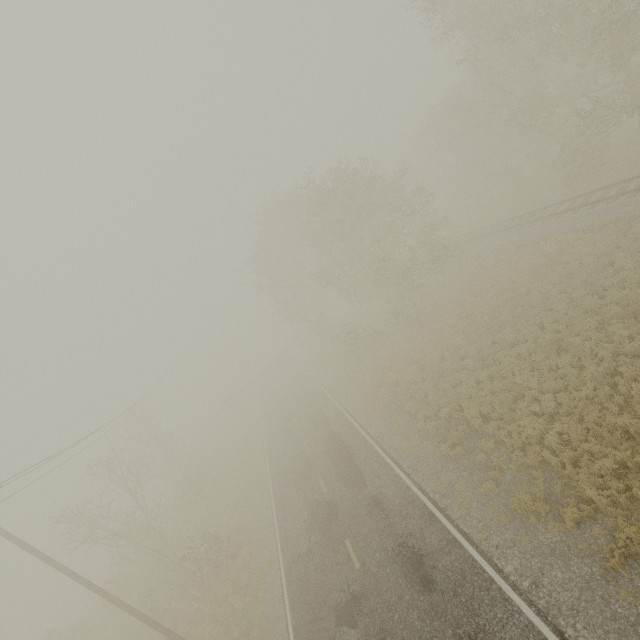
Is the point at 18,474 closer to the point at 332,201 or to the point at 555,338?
the point at 332,201
